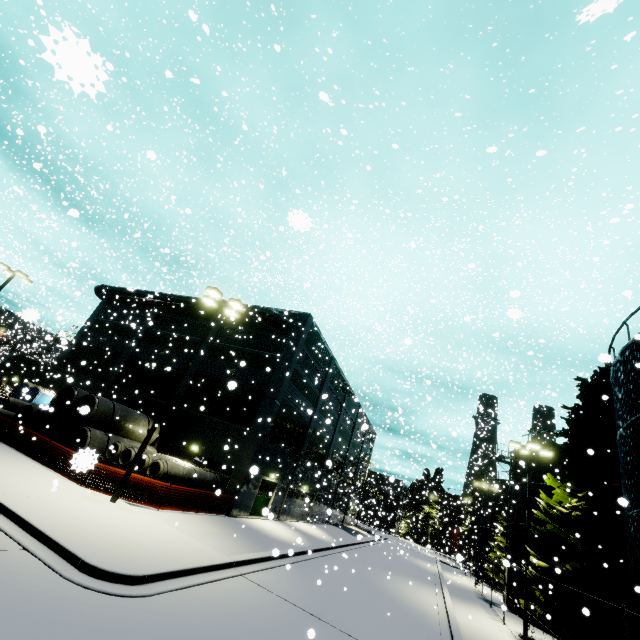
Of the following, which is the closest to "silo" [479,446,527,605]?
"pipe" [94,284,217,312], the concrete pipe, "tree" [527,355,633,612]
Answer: "tree" [527,355,633,612]

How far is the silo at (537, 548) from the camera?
22.00m

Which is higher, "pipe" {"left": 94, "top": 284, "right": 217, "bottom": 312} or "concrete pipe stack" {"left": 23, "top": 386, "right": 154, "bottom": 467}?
"pipe" {"left": 94, "top": 284, "right": 217, "bottom": 312}

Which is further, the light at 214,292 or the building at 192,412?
the building at 192,412

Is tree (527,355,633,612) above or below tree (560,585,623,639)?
above

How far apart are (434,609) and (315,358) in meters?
18.2

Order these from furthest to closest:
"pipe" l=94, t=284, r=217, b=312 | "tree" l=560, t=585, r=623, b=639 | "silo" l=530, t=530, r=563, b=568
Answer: "pipe" l=94, t=284, r=217, b=312 → "silo" l=530, t=530, r=563, b=568 → "tree" l=560, t=585, r=623, b=639

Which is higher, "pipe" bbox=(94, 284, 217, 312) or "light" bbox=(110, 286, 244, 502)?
"pipe" bbox=(94, 284, 217, 312)
